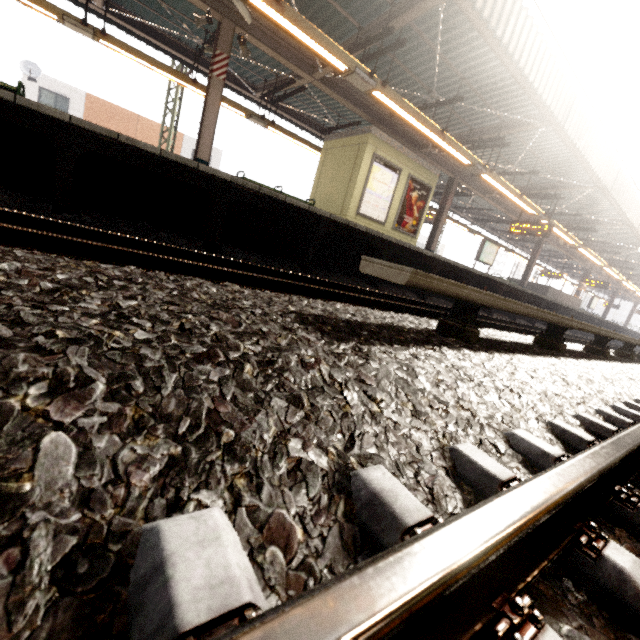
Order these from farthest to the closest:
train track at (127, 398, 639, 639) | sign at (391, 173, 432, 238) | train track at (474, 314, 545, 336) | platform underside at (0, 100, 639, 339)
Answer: sign at (391, 173, 432, 238) < train track at (474, 314, 545, 336) < platform underside at (0, 100, 639, 339) < train track at (127, 398, 639, 639)

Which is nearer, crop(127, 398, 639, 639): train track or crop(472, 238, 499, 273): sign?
crop(127, 398, 639, 639): train track

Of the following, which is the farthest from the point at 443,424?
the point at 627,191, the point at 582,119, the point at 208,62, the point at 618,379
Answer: the point at 627,191

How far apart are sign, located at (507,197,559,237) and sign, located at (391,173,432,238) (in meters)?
4.76

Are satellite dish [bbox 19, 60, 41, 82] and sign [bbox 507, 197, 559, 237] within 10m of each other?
no

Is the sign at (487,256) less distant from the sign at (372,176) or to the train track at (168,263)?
the train track at (168,263)

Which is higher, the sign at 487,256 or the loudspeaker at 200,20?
the loudspeaker at 200,20

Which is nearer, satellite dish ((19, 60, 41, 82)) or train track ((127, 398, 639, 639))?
train track ((127, 398, 639, 639))
